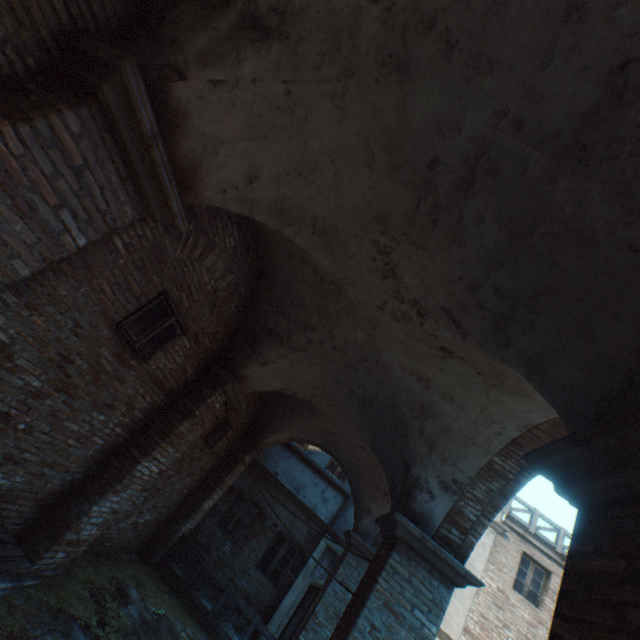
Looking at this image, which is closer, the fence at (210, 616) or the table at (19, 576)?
the table at (19, 576)

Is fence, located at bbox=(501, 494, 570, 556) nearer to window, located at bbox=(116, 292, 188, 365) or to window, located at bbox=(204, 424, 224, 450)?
window, located at bbox=(204, 424, 224, 450)

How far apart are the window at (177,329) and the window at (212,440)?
4.0m

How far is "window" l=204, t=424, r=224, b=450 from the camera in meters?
8.2

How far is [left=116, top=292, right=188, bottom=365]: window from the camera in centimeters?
429cm

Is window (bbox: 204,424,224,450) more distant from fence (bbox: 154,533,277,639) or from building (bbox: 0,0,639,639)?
building (bbox: 0,0,639,639)

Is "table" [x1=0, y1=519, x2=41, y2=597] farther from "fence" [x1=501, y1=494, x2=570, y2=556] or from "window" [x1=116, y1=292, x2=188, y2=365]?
"fence" [x1=501, y1=494, x2=570, y2=556]

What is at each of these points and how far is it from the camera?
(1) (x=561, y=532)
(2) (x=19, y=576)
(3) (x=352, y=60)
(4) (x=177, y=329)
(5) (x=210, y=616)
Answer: (1) fence, 12.2 meters
(2) table, 3.2 meters
(3) building, 2.6 meters
(4) window, 5.1 meters
(5) fence, 8.3 meters
